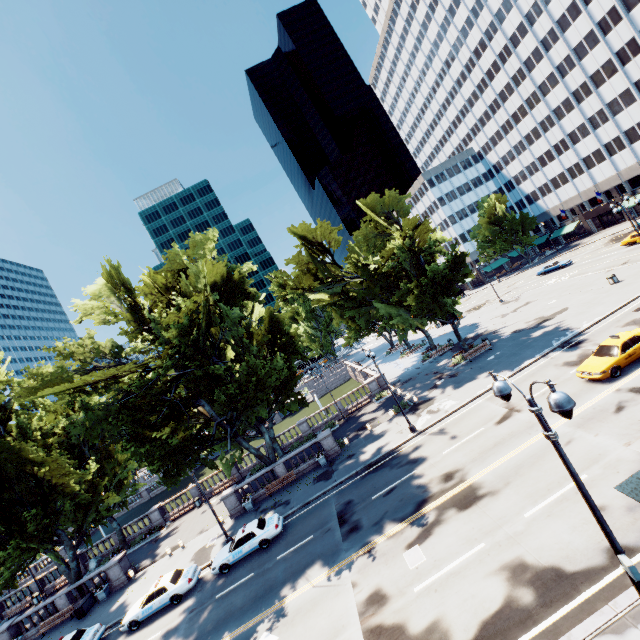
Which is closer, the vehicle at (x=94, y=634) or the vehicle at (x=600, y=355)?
the vehicle at (x=600, y=355)

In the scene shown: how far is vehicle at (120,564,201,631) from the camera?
20.4m

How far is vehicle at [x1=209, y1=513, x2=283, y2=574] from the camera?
21.0 meters

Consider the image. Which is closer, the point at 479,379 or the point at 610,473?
the point at 610,473

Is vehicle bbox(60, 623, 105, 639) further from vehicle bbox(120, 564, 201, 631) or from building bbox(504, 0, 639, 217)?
building bbox(504, 0, 639, 217)

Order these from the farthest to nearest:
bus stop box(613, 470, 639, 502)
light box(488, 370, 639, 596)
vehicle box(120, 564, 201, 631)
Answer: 1. vehicle box(120, 564, 201, 631)
2. bus stop box(613, 470, 639, 502)
3. light box(488, 370, 639, 596)

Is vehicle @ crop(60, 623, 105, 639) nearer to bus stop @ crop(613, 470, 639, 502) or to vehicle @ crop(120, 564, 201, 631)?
vehicle @ crop(120, 564, 201, 631)

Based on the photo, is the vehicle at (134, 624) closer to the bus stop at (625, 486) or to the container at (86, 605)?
the container at (86, 605)
